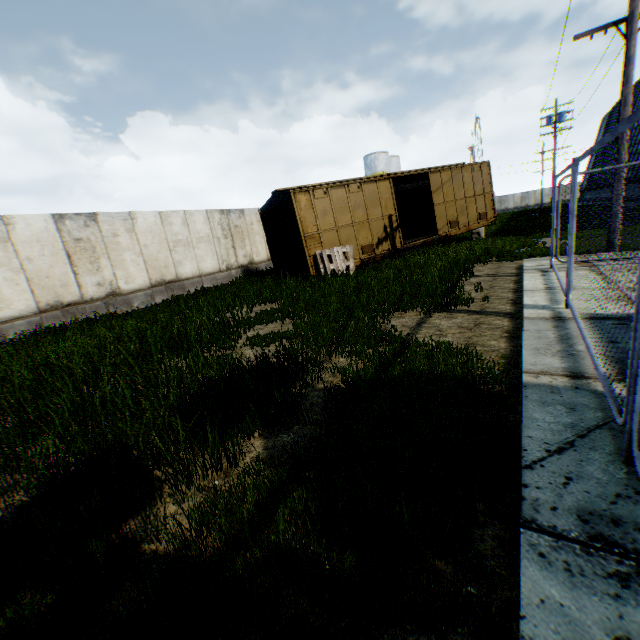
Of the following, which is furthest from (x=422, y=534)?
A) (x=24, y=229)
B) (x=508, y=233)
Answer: (x=508, y=233)

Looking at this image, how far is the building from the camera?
37.1 meters

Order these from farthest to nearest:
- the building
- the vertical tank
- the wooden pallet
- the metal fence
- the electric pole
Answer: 1. the vertical tank
2. the building
3. the wooden pallet
4. the electric pole
5. the metal fence

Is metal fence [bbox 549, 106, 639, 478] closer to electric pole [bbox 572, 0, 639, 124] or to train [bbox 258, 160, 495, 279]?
electric pole [bbox 572, 0, 639, 124]

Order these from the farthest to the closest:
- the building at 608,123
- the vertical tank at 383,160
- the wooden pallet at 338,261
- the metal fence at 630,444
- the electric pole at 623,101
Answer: the vertical tank at 383,160 < the building at 608,123 < the wooden pallet at 338,261 < the electric pole at 623,101 < the metal fence at 630,444

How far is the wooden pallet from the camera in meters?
12.2

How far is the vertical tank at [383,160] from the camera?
50.30m

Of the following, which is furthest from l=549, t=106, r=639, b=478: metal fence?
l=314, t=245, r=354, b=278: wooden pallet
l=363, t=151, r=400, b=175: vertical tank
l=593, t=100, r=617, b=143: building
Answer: l=363, t=151, r=400, b=175: vertical tank
